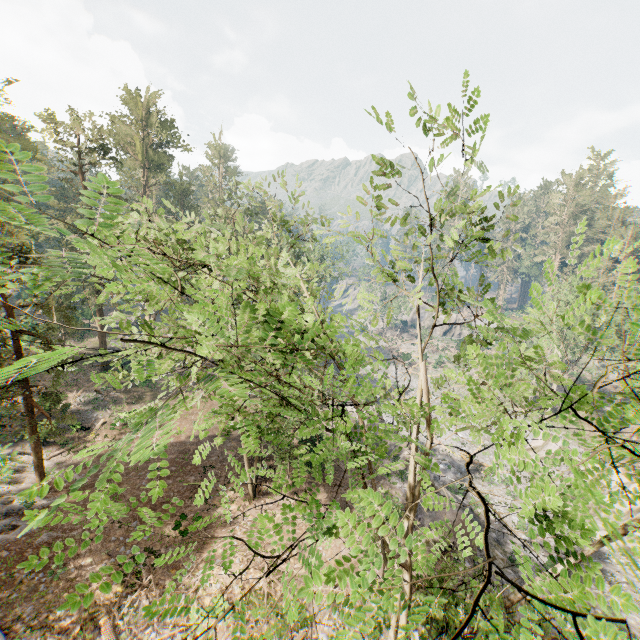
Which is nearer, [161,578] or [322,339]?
[322,339]

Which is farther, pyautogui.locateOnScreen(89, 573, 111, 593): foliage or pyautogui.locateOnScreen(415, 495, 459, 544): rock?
pyautogui.locateOnScreen(415, 495, 459, 544): rock

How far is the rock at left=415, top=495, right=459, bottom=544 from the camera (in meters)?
18.64

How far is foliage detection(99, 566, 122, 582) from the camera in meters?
2.4

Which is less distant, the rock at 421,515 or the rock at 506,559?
the rock at 421,515

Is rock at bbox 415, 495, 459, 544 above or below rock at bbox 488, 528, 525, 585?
above

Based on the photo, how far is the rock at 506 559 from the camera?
20.04m
